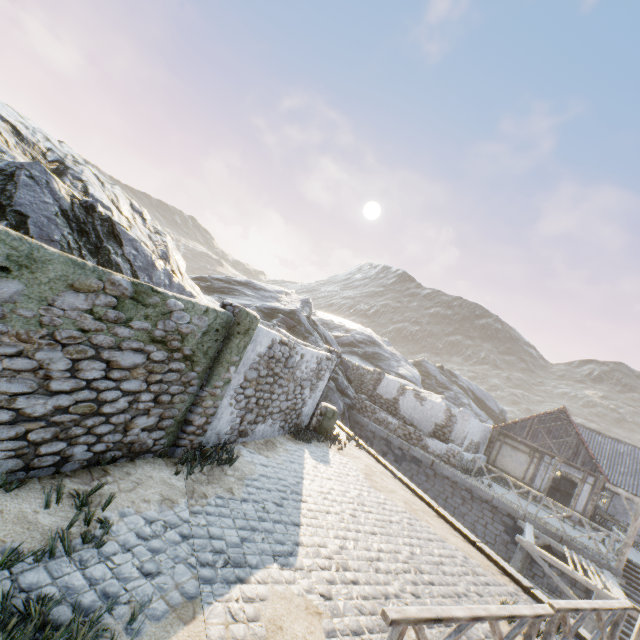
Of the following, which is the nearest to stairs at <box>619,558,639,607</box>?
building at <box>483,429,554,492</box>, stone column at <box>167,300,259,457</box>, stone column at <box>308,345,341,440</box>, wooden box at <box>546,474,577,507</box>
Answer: building at <box>483,429,554,492</box>

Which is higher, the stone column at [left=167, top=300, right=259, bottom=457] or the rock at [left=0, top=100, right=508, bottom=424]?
the rock at [left=0, top=100, right=508, bottom=424]

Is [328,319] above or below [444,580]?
above

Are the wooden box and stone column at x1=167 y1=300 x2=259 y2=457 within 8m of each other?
no

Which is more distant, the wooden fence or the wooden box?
the wooden box

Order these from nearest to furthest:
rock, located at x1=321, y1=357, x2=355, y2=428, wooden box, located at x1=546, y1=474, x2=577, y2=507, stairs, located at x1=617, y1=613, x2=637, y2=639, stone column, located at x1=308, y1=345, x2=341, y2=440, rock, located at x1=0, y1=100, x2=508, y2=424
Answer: rock, located at x1=0, y1=100, x2=508, y2=424 < stone column, located at x1=308, y1=345, x2=341, y2=440 < stairs, located at x1=617, y1=613, x2=637, y2=639 < rock, located at x1=321, y1=357, x2=355, y2=428 < wooden box, located at x1=546, y1=474, x2=577, y2=507

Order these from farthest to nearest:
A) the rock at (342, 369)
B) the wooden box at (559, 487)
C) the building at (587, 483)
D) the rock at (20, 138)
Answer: the wooden box at (559, 487), the rock at (342, 369), the building at (587, 483), the rock at (20, 138)

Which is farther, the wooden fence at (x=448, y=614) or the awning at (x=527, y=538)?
the awning at (x=527, y=538)
